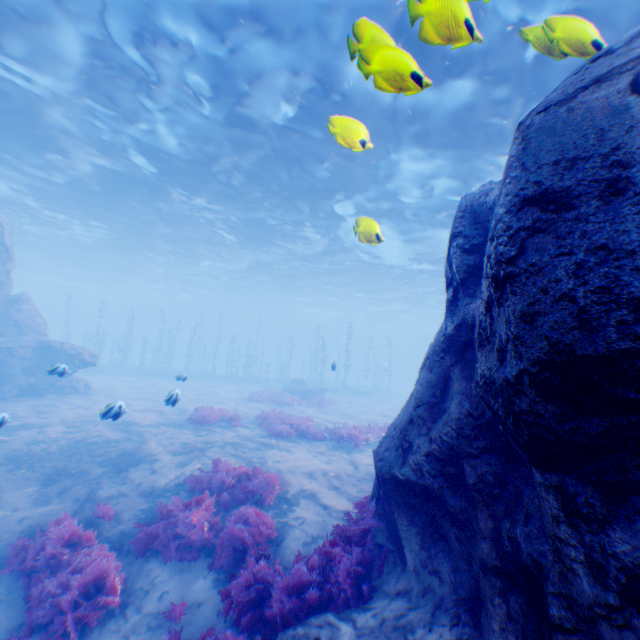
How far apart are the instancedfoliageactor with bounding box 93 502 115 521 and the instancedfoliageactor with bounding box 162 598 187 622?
2.8m

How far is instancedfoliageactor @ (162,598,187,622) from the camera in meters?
5.1

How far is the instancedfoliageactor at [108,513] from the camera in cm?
726

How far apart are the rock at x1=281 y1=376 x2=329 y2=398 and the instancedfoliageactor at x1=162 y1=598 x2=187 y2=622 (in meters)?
21.96

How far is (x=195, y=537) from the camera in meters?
6.5

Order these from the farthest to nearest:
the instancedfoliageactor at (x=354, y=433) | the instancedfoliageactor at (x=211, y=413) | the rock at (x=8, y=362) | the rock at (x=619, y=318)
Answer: the rock at (x=8, y=362) < the instancedfoliageactor at (x=211, y=413) < the instancedfoliageactor at (x=354, y=433) < the rock at (x=619, y=318)

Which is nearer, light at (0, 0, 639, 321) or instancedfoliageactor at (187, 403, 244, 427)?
light at (0, 0, 639, 321)

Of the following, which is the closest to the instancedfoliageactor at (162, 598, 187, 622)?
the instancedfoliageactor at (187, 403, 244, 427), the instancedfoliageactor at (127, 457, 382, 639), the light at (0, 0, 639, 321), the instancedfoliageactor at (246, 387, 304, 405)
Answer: the instancedfoliageactor at (127, 457, 382, 639)
